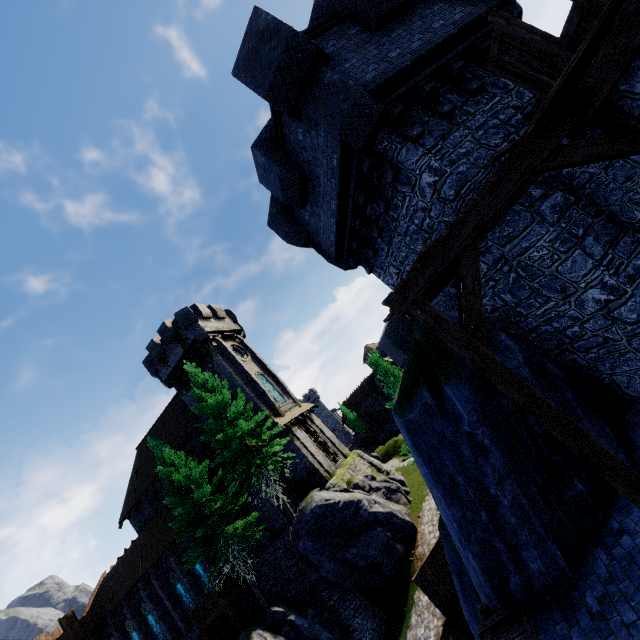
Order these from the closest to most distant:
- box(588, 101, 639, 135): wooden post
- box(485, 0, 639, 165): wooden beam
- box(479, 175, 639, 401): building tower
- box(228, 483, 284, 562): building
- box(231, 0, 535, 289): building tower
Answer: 1. box(485, 0, 639, 165): wooden beam
2. box(588, 101, 639, 135): wooden post
3. box(479, 175, 639, 401): building tower
4. box(231, 0, 535, 289): building tower
5. box(228, 483, 284, 562): building

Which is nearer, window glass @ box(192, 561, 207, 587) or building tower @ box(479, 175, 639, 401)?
building tower @ box(479, 175, 639, 401)

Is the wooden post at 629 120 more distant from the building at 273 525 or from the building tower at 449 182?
the building at 273 525

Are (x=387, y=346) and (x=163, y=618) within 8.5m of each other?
no

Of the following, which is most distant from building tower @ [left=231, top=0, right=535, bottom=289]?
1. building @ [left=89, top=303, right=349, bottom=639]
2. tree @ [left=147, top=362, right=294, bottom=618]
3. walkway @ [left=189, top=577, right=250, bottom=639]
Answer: walkway @ [left=189, top=577, right=250, bottom=639]

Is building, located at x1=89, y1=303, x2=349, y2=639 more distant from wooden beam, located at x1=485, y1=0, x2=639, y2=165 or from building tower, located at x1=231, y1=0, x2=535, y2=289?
wooden beam, located at x1=485, y1=0, x2=639, y2=165

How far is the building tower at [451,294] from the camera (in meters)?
8.23

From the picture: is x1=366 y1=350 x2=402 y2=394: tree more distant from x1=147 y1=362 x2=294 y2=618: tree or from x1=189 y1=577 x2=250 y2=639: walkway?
x1=189 y1=577 x2=250 y2=639: walkway
